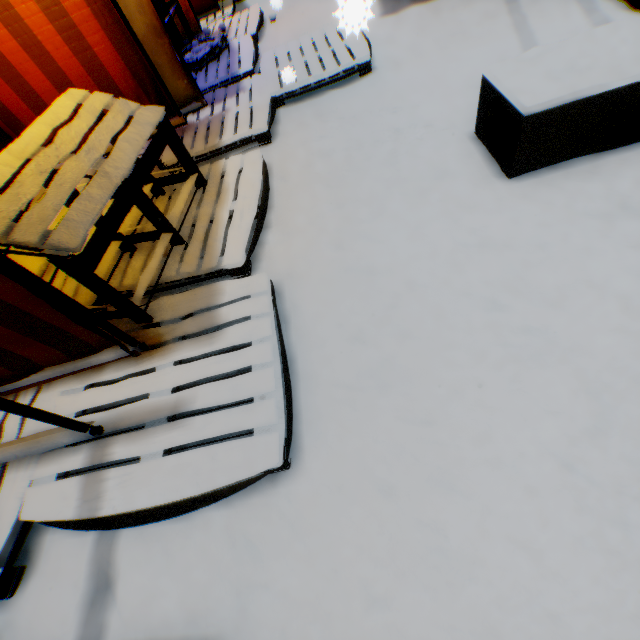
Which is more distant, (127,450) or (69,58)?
(69,58)

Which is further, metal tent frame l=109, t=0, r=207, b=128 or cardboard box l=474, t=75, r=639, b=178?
metal tent frame l=109, t=0, r=207, b=128

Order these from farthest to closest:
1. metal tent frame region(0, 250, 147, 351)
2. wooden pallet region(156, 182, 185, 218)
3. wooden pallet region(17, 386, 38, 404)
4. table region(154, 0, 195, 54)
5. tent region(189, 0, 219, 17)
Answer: tent region(189, 0, 219, 17) → table region(154, 0, 195, 54) → wooden pallet region(156, 182, 185, 218) → wooden pallet region(17, 386, 38, 404) → metal tent frame region(0, 250, 147, 351)

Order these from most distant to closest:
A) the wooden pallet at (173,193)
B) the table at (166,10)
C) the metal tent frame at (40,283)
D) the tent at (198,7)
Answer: the tent at (198,7) → the table at (166,10) → the wooden pallet at (173,193) → the metal tent frame at (40,283)

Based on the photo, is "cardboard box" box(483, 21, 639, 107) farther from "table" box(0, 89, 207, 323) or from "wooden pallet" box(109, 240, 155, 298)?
"table" box(0, 89, 207, 323)

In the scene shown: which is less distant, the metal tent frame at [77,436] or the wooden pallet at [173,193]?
the metal tent frame at [77,436]

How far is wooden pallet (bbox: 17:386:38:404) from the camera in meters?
1.7 m
